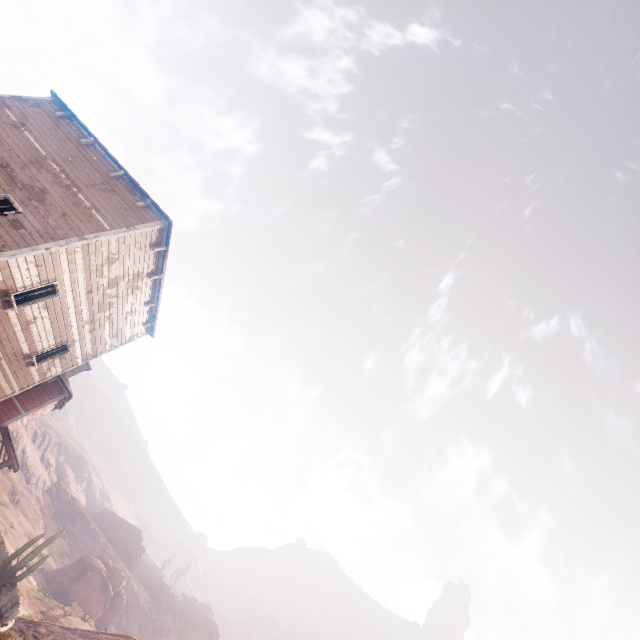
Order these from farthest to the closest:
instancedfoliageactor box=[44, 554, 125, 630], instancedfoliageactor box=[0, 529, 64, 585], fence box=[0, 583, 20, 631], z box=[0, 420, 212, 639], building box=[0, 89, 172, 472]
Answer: instancedfoliageactor box=[44, 554, 125, 630] → z box=[0, 420, 212, 639] → instancedfoliageactor box=[0, 529, 64, 585] → fence box=[0, 583, 20, 631] → building box=[0, 89, 172, 472]

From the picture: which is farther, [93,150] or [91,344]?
[91,344]

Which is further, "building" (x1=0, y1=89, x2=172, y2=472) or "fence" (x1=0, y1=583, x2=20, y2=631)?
"fence" (x1=0, y1=583, x2=20, y2=631)

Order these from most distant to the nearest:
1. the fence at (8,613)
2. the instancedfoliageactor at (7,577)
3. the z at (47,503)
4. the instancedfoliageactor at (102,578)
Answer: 1. the instancedfoliageactor at (102,578)
2. the z at (47,503)
3. the instancedfoliageactor at (7,577)
4. the fence at (8,613)

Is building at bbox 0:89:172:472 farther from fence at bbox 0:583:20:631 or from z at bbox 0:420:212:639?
fence at bbox 0:583:20:631

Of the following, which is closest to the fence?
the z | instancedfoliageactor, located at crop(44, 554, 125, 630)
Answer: the z

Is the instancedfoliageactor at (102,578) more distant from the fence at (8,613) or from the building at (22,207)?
the fence at (8,613)

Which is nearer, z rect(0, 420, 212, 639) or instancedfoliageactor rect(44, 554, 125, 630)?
z rect(0, 420, 212, 639)
